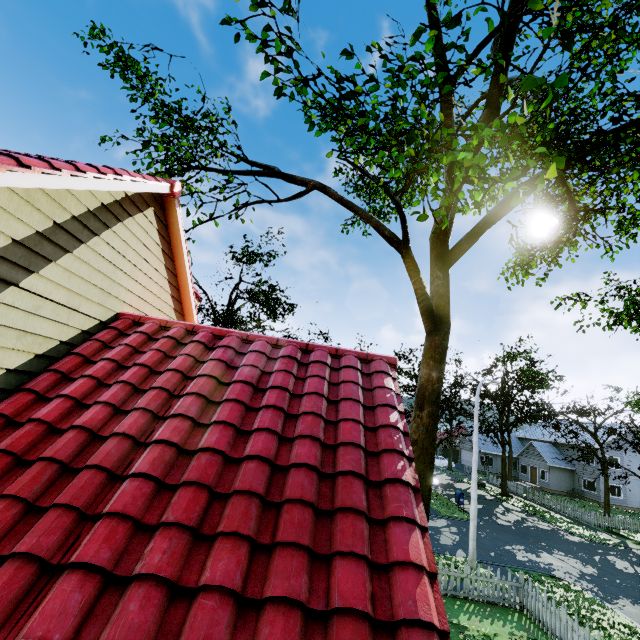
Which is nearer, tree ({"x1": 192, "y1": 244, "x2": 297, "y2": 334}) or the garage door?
tree ({"x1": 192, "y1": 244, "x2": 297, "y2": 334})

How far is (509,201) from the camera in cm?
1138

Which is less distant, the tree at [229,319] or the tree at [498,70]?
the tree at [498,70]

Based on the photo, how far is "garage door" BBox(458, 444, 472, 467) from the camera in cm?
5001

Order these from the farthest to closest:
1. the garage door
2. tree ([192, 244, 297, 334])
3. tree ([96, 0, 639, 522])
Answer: the garage door, tree ([192, 244, 297, 334]), tree ([96, 0, 639, 522])

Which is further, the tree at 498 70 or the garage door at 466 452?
the garage door at 466 452

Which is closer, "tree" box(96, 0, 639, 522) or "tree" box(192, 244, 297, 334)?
"tree" box(96, 0, 639, 522)

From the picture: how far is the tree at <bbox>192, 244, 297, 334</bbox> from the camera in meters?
23.7
